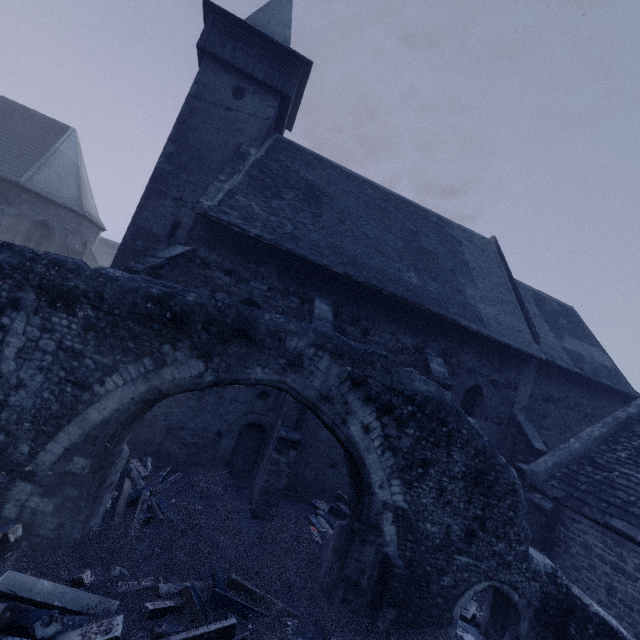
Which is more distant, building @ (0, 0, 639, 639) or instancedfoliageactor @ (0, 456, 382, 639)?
building @ (0, 0, 639, 639)

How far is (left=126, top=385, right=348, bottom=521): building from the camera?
8.42m

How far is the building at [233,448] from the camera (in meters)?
8.42

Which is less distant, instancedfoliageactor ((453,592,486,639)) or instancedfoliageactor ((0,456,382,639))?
instancedfoliageactor ((0,456,382,639))

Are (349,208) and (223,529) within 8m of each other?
no

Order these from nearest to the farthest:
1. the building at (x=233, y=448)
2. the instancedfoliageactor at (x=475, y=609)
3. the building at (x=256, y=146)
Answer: the instancedfoliageactor at (x=475, y=609)
the building at (x=233, y=448)
the building at (x=256, y=146)

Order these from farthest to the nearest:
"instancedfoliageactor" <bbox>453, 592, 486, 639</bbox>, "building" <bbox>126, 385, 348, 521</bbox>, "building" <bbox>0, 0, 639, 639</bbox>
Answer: "building" <bbox>0, 0, 639, 639</bbox>, "building" <bbox>126, 385, 348, 521</bbox>, "instancedfoliageactor" <bbox>453, 592, 486, 639</bbox>
